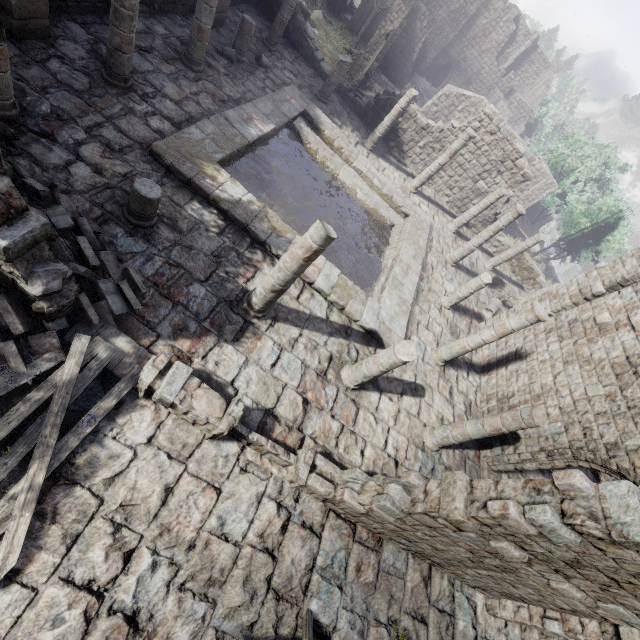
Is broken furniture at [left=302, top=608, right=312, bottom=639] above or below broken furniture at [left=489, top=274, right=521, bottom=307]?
below

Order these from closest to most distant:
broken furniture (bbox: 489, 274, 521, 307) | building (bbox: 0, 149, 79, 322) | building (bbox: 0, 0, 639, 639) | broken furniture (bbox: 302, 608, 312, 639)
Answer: building (bbox: 0, 149, 79, 322)
building (bbox: 0, 0, 639, 639)
broken furniture (bbox: 302, 608, 312, 639)
broken furniture (bbox: 489, 274, 521, 307)

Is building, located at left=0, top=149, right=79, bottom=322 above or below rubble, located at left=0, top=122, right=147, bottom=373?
above

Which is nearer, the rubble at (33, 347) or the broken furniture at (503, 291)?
the rubble at (33, 347)

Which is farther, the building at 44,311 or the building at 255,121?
the building at 255,121

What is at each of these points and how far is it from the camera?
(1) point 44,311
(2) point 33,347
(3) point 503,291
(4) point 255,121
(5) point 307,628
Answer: (1) building, 5.2 meters
(2) rubble, 5.3 meters
(3) broken furniture, 18.8 meters
(4) building, 11.7 meters
(5) broken furniture, 5.8 meters

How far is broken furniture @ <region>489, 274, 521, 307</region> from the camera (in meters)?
18.61

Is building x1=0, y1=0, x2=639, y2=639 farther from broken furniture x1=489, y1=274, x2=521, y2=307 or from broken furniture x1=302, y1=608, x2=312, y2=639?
broken furniture x1=489, y1=274, x2=521, y2=307
